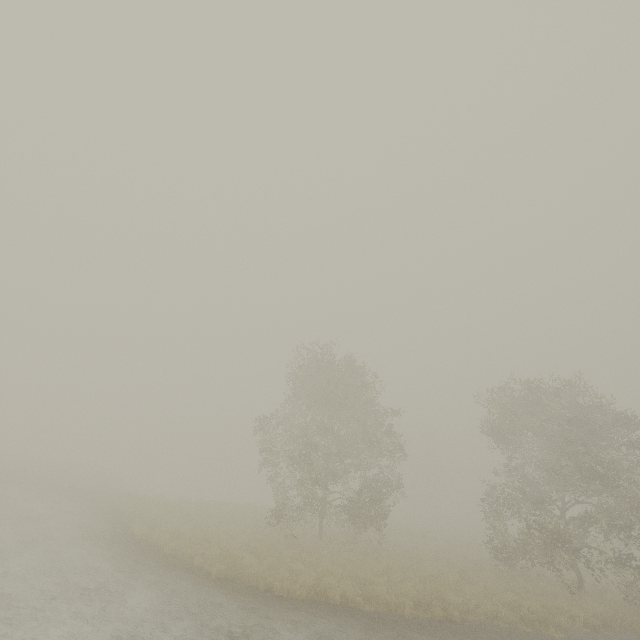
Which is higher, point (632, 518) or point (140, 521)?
point (632, 518)

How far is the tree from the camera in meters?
18.7

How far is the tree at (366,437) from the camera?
18.7 meters
